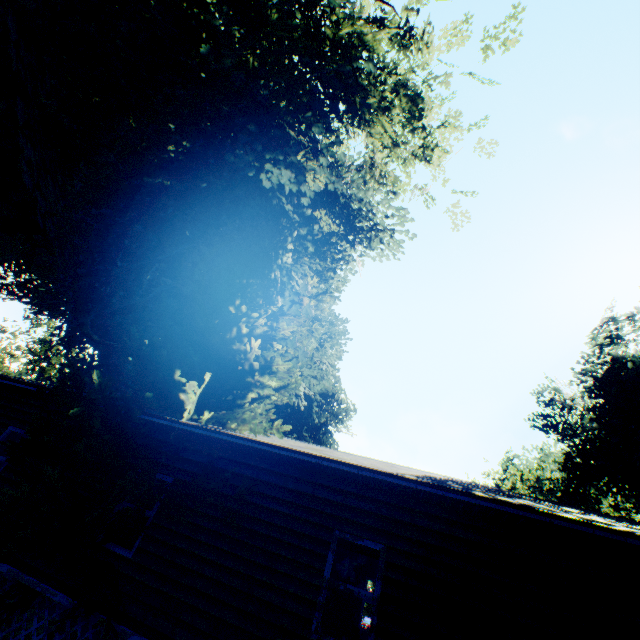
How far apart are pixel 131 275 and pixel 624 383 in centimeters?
2671cm

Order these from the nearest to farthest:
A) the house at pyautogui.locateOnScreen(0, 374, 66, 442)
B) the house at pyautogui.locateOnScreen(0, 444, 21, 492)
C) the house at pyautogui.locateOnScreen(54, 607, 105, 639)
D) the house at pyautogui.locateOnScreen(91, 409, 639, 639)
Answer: the house at pyautogui.locateOnScreen(91, 409, 639, 639), the house at pyautogui.locateOnScreen(54, 607, 105, 639), the house at pyautogui.locateOnScreen(0, 444, 21, 492), the house at pyautogui.locateOnScreen(0, 374, 66, 442)

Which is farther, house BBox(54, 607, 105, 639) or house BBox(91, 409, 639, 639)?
house BBox(54, 607, 105, 639)

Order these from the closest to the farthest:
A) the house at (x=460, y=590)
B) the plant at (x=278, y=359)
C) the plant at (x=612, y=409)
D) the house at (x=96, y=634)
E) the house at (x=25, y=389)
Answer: the house at (x=460, y=590) < the house at (x=96, y=634) < the plant at (x=278, y=359) < the house at (x=25, y=389) < the plant at (x=612, y=409)

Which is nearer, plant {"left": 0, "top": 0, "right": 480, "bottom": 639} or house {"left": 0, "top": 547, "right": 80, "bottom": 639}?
house {"left": 0, "top": 547, "right": 80, "bottom": 639}

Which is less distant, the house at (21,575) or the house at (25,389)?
the house at (21,575)
